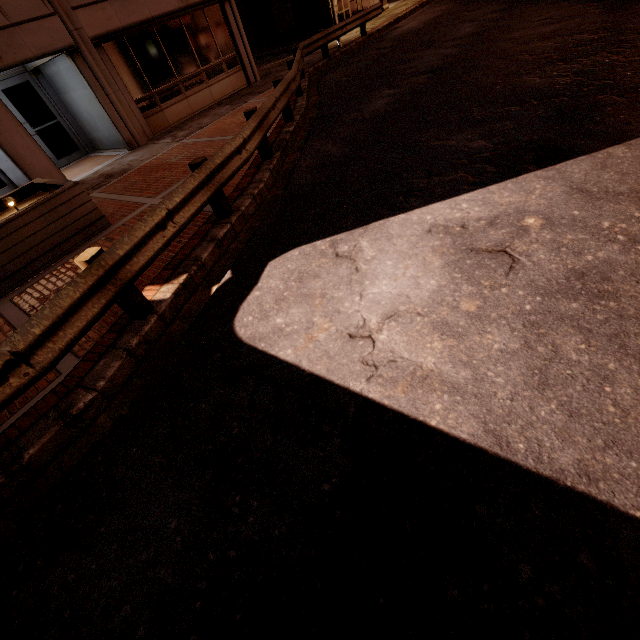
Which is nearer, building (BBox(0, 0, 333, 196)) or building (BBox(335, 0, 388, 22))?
building (BBox(0, 0, 333, 196))

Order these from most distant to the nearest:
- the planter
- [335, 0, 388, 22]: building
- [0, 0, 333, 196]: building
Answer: [335, 0, 388, 22]: building < [0, 0, 333, 196]: building < the planter

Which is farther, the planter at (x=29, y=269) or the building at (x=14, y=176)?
the building at (x=14, y=176)

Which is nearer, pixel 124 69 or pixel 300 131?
pixel 300 131

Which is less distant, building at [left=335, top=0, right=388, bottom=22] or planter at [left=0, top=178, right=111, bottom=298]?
planter at [left=0, top=178, right=111, bottom=298]
